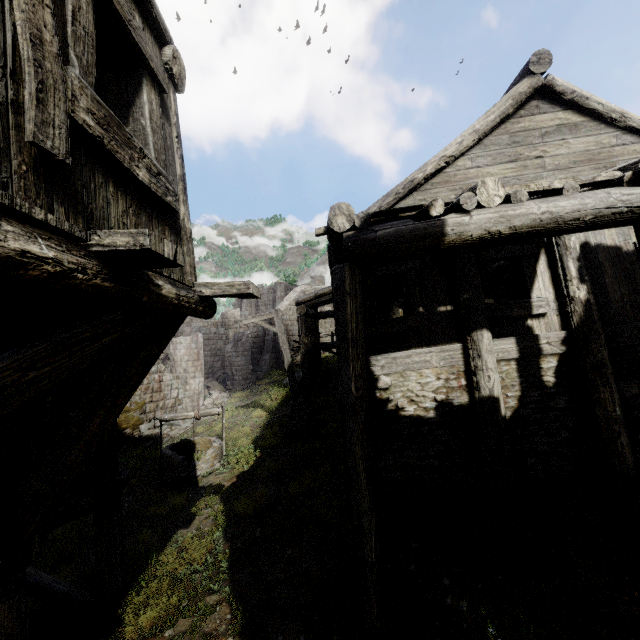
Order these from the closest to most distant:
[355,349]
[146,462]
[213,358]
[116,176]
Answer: [116,176] → [355,349] → [146,462] → [213,358]

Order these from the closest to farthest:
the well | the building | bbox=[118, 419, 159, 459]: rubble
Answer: the building → the well → bbox=[118, 419, 159, 459]: rubble

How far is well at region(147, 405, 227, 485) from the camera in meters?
10.3 m

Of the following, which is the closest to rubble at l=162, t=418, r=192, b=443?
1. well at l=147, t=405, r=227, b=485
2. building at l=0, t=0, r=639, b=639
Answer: building at l=0, t=0, r=639, b=639

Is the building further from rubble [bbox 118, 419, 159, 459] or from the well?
the well

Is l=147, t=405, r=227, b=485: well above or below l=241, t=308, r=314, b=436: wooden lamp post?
below

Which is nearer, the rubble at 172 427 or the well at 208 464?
the well at 208 464
